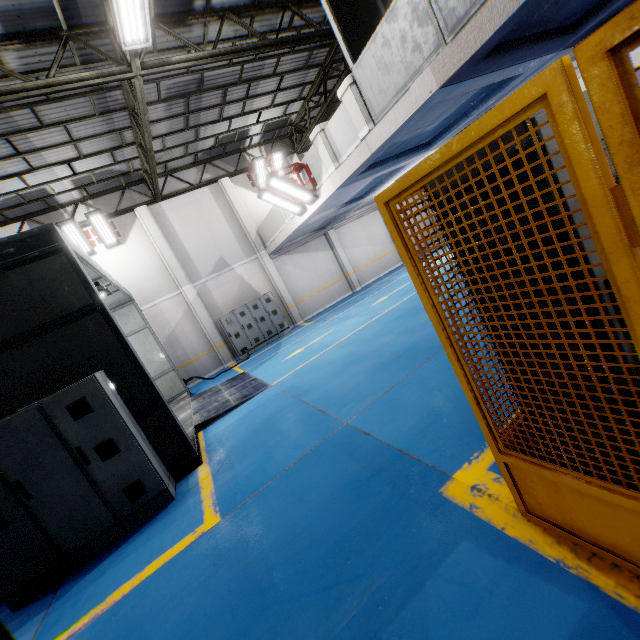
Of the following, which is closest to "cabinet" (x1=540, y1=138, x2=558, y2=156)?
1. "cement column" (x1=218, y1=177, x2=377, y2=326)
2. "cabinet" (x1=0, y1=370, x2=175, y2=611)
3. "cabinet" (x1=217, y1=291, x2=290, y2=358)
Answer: "cabinet" (x1=0, y1=370, x2=175, y2=611)

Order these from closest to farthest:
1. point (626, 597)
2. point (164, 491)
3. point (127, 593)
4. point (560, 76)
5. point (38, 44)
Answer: point (560, 76), point (626, 597), point (127, 593), point (164, 491), point (38, 44)

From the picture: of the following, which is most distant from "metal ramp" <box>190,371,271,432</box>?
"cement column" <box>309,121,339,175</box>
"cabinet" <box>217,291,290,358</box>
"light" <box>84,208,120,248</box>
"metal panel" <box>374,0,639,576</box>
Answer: "light" <box>84,208,120,248</box>

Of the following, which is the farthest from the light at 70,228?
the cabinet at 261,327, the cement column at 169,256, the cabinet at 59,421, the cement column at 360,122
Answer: the cement column at 360,122

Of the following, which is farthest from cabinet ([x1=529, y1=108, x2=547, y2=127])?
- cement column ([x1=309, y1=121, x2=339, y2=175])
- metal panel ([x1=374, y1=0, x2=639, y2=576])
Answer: cement column ([x1=309, y1=121, x2=339, y2=175])

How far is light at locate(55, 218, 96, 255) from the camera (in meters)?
12.07

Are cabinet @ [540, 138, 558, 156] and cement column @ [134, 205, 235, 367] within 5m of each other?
no

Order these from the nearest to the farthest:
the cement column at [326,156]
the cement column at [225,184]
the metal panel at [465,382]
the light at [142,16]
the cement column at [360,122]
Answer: the metal panel at [465,382]
the light at [142,16]
the cement column at [360,122]
the cement column at [326,156]
the cement column at [225,184]
